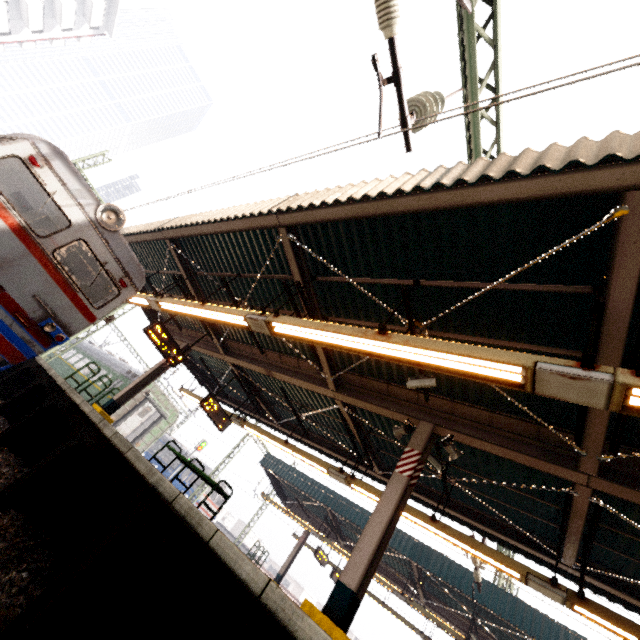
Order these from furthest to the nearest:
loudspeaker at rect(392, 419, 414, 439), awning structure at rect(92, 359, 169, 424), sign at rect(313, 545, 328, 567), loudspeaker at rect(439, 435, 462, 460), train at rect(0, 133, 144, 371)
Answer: sign at rect(313, 545, 328, 567)
awning structure at rect(92, 359, 169, 424)
loudspeaker at rect(392, 419, 414, 439)
loudspeaker at rect(439, 435, 462, 460)
train at rect(0, 133, 144, 371)

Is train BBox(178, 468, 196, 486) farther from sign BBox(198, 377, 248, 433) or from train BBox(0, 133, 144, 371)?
sign BBox(198, 377, 248, 433)

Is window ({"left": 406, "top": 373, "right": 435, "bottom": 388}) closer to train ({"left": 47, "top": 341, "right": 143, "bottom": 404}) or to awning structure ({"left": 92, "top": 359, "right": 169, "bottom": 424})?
awning structure ({"left": 92, "top": 359, "right": 169, "bottom": 424})

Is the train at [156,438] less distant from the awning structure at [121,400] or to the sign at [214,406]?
the awning structure at [121,400]

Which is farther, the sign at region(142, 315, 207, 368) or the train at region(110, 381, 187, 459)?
the train at region(110, 381, 187, 459)

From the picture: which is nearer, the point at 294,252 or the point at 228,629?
the point at 228,629

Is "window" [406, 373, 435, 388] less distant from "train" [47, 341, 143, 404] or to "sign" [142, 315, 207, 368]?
"train" [47, 341, 143, 404]

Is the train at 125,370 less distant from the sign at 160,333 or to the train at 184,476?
the sign at 160,333
